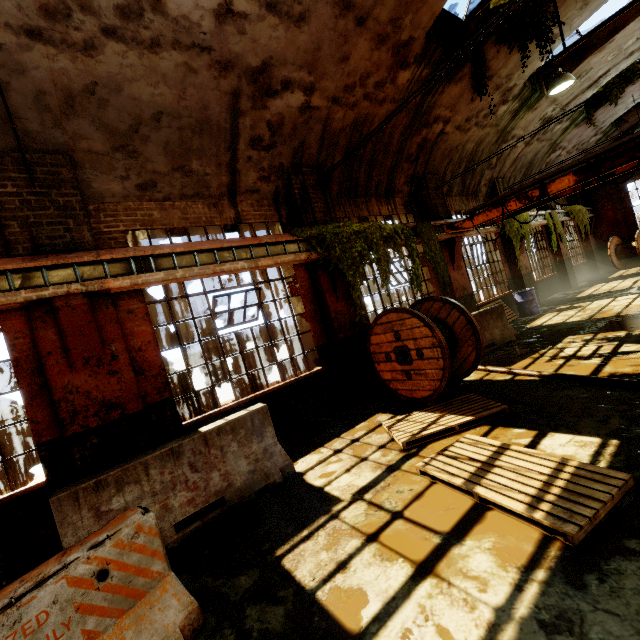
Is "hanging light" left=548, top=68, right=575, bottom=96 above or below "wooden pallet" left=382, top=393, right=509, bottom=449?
above

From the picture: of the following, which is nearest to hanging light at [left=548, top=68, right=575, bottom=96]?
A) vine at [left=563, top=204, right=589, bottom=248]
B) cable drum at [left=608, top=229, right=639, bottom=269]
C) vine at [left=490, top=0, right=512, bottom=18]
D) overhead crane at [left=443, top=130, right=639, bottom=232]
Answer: vine at [left=490, top=0, right=512, bottom=18]

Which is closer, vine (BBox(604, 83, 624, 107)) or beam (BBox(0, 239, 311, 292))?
beam (BBox(0, 239, 311, 292))

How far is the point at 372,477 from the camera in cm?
401

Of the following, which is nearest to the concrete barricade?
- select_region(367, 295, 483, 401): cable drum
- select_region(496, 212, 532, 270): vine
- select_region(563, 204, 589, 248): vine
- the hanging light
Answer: select_region(367, 295, 483, 401): cable drum

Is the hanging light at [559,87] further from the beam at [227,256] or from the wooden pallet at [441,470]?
the wooden pallet at [441,470]

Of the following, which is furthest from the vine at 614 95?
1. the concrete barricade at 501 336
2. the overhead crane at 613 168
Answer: the concrete barricade at 501 336

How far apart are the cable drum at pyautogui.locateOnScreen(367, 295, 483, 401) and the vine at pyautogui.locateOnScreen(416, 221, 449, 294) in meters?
2.2 m
